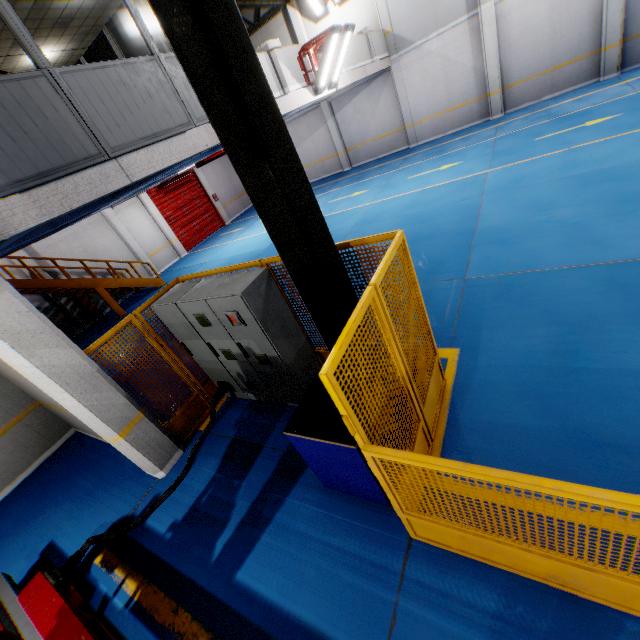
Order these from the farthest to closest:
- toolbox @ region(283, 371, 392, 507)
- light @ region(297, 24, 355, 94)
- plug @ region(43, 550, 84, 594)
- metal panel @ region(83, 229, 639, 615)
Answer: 1. light @ region(297, 24, 355, 94)
2. plug @ region(43, 550, 84, 594)
3. toolbox @ region(283, 371, 392, 507)
4. metal panel @ region(83, 229, 639, 615)

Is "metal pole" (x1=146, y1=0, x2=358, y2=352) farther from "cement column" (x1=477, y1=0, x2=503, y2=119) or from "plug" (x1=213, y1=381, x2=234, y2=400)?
"cement column" (x1=477, y1=0, x2=503, y2=119)

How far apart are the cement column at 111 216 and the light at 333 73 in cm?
1168

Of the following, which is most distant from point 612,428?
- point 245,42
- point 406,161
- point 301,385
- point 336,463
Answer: point 406,161

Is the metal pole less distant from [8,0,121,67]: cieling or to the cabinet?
the cabinet

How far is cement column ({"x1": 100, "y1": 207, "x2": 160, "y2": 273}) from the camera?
15.6m

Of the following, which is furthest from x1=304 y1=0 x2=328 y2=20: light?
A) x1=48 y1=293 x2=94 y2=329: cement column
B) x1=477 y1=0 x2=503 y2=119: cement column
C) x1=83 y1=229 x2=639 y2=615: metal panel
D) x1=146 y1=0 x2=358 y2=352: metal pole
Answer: x1=48 y1=293 x2=94 y2=329: cement column

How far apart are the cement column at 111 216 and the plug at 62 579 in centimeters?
1550cm
